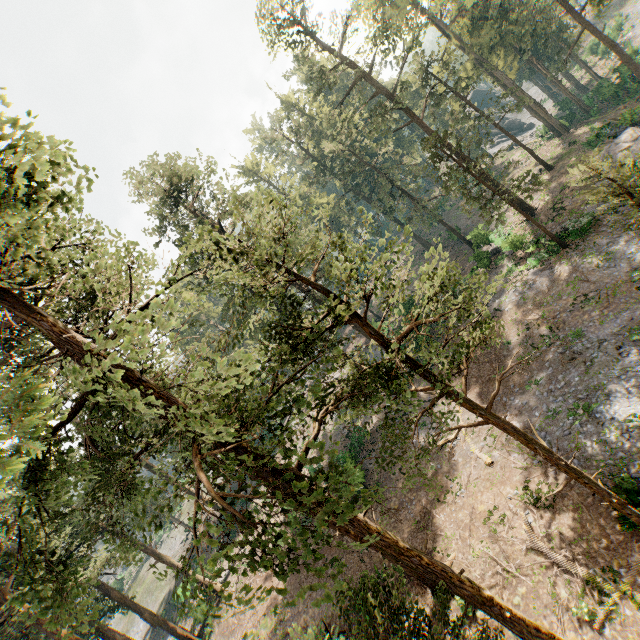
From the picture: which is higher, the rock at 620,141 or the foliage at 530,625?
the foliage at 530,625

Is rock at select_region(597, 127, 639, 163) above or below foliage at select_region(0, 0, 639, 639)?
below

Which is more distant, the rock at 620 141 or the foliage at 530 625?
the rock at 620 141

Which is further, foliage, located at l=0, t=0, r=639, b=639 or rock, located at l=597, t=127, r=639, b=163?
rock, located at l=597, t=127, r=639, b=163

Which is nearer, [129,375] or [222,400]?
[129,375]
